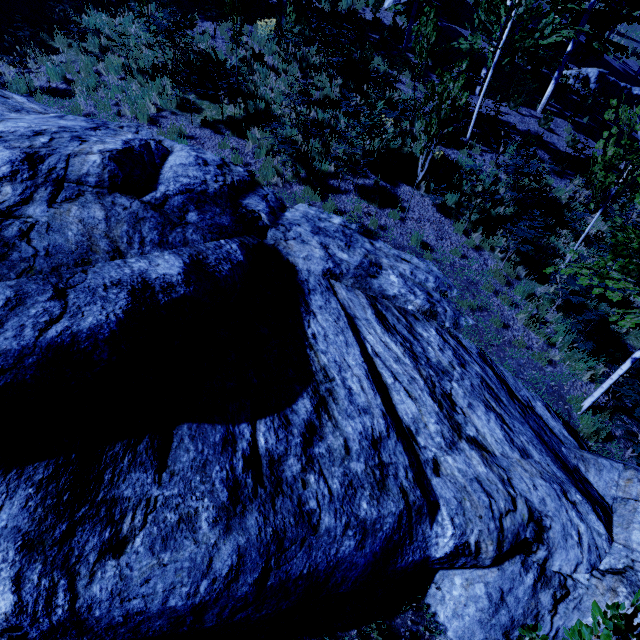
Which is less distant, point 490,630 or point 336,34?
point 490,630

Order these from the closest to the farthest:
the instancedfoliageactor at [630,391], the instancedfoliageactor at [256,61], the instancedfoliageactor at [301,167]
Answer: the instancedfoliageactor at [630,391], the instancedfoliageactor at [301,167], the instancedfoliageactor at [256,61]

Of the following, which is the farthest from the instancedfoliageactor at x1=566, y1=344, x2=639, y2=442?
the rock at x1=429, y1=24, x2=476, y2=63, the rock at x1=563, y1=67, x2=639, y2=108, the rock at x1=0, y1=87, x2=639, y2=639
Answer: the rock at x1=563, y1=67, x2=639, y2=108

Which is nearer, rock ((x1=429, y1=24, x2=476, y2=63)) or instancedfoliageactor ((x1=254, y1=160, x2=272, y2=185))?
instancedfoliageactor ((x1=254, y1=160, x2=272, y2=185))

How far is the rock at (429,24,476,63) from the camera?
14.6 meters

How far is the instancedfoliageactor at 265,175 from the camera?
8.41m

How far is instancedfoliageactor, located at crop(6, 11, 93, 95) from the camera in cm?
902
